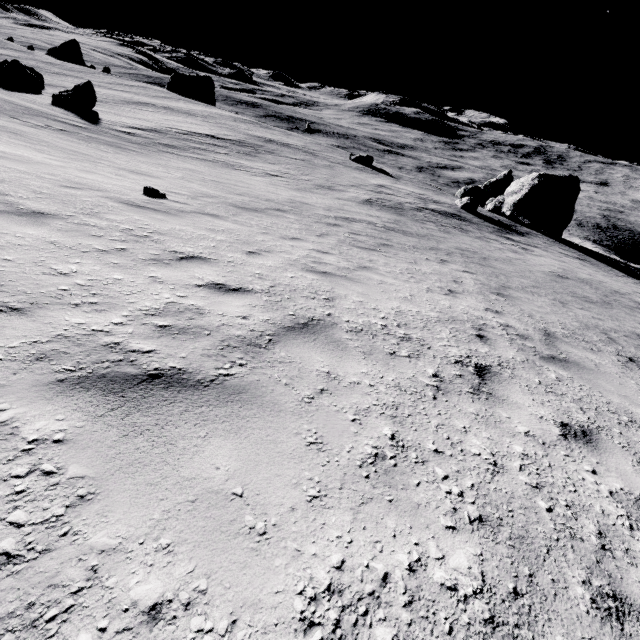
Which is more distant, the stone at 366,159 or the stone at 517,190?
the stone at 366,159

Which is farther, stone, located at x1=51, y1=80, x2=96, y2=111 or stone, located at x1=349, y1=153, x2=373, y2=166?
stone, located at x1=349, y1=153, x2=373, y2=166

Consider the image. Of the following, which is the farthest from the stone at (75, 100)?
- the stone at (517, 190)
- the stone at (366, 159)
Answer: the stone at (517, 190)

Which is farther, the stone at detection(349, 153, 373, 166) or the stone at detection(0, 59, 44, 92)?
the stone at detection(349, 153, 373, 166)

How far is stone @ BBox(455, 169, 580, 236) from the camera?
33.53m

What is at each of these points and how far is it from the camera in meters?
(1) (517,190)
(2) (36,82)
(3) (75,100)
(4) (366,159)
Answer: (1) stone, 35.5 m
(2) stone, 28.2 m
(3) stone, 23.6 m
(4) stone, 39.2 m

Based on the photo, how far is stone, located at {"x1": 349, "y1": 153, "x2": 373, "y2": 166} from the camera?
39.2 meters

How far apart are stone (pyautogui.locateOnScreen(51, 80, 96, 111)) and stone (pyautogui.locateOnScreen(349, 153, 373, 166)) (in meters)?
26.20
